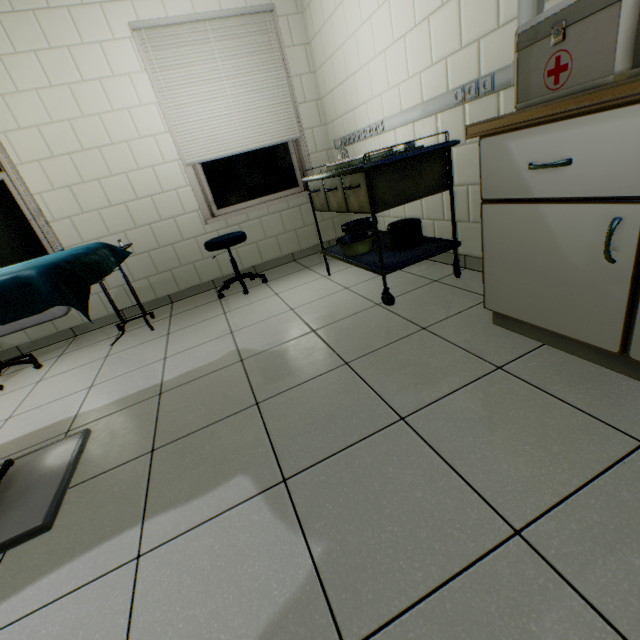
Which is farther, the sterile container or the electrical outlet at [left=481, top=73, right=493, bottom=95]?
the sterile container

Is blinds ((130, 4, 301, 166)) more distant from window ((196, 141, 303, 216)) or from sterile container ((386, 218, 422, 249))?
sterile container ((386, 218, 422, 249))

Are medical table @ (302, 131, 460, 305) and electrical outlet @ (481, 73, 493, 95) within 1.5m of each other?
yes

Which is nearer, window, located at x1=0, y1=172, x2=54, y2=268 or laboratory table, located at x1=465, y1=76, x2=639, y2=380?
laboratory table, located at x1=465, y1=76, x2=639, y2=380

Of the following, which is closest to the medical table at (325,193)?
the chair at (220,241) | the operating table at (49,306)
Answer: the chair at (220,241)

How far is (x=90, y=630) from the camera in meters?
0.9

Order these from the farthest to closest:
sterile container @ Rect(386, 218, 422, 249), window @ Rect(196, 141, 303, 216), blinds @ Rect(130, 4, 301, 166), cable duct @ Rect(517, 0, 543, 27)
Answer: window @ Rect(196, 141, 303, 216)
blinds @ Rect(130, 4, 301, 166)
sterile container @ Rect(386, 218, 422, 249)
cable duct @ Rect(517, 0, 543, 27)

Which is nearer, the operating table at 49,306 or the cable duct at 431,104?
the operating table at 49,306
